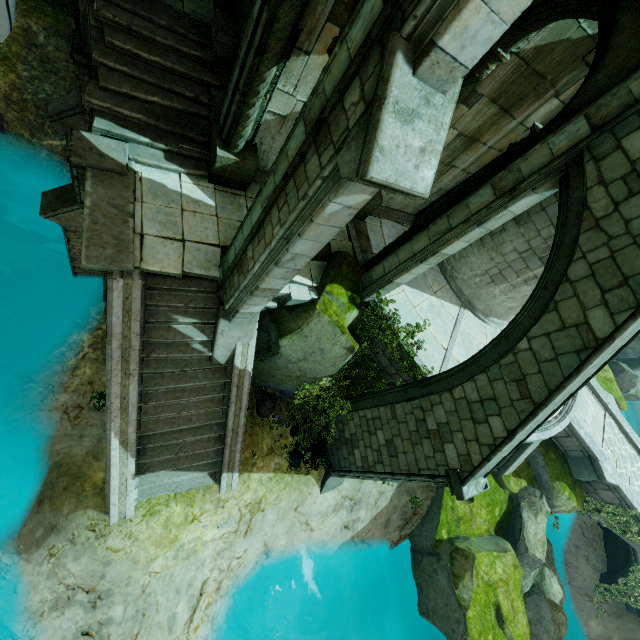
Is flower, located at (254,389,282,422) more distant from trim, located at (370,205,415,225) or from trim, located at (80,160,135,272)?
trim, located at (370,205,415,225)

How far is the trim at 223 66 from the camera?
8.0 meters

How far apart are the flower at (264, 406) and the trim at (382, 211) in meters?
6.7

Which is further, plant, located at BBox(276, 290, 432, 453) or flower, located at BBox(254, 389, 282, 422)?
flower, located at BBox(254, 389, 282, 422)

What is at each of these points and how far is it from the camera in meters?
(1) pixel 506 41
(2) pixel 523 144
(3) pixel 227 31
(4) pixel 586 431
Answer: (1) archway, 6.1 m
(2) column top, 5.8 m
(3) column base, 7.8 m
(4) bridge, 13.2 m

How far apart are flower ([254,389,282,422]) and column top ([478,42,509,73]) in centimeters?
968cm

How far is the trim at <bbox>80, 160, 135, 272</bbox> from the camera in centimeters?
608cm

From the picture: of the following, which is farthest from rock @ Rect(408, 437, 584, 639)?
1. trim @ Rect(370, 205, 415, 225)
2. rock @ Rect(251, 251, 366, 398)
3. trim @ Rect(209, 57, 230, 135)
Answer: trim @ Rect(209, 57, 230, 135)
